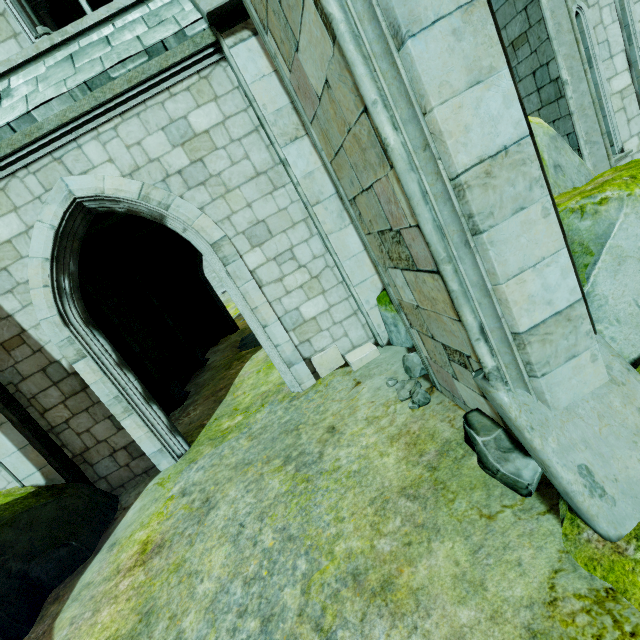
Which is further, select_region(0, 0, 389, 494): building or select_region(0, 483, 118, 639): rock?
select_region(0, 0, 389, 494): building

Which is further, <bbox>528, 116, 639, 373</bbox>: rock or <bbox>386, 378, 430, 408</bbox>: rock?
<bbox>386, 378, 430, 408</bbox>: rock

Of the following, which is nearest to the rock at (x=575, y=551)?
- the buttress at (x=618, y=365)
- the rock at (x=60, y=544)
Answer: the buttress at (x=618, y=365)

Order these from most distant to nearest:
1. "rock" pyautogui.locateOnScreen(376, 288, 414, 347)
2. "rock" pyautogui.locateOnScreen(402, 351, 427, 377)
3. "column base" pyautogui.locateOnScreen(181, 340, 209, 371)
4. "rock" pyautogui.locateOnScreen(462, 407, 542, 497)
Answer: "column base" pyautogui.locateOnScreen(181, 340, 209, 371) < "rock" pyautogui.locateOnScreen(376, 288, 414, 347) < "rock" pyautogui.locateOnScreen(402, 351, 427, 377) < "rock" pyautogui.locateOnScreen(462, 407, 542, 497)

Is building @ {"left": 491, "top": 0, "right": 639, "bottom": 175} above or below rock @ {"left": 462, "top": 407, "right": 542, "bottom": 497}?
above

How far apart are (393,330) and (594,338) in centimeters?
362cm

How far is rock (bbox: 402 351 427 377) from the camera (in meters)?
4.65

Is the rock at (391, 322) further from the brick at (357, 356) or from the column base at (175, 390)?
the column base at (175, 390)
